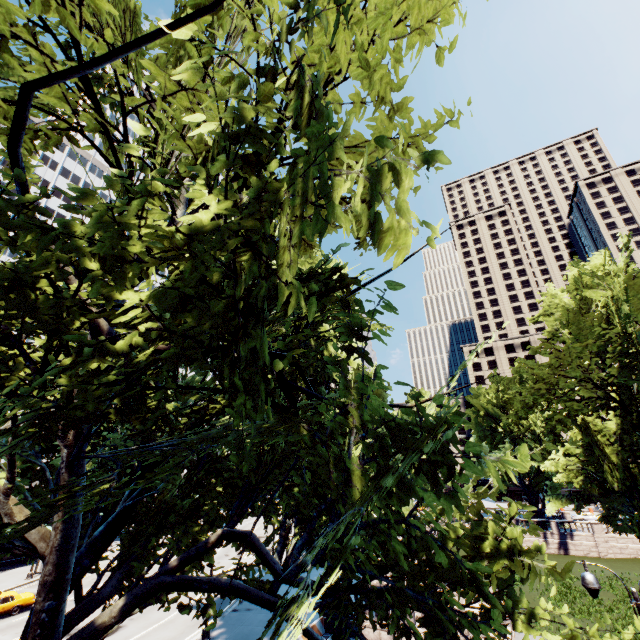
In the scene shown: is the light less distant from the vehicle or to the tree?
the tree

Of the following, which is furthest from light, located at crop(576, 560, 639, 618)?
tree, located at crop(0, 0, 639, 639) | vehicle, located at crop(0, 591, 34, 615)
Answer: vehicle, located at crop(0, 591, 34, 615)

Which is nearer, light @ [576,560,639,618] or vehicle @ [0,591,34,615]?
light @ [576,560,639,618]

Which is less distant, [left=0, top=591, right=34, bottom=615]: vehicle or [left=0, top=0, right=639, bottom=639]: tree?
[left=0, top=0, right=639, bottom=639]: tree

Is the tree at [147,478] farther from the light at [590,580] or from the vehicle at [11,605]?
the vehicle at [11,605]

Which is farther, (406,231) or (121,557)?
(121,557)
